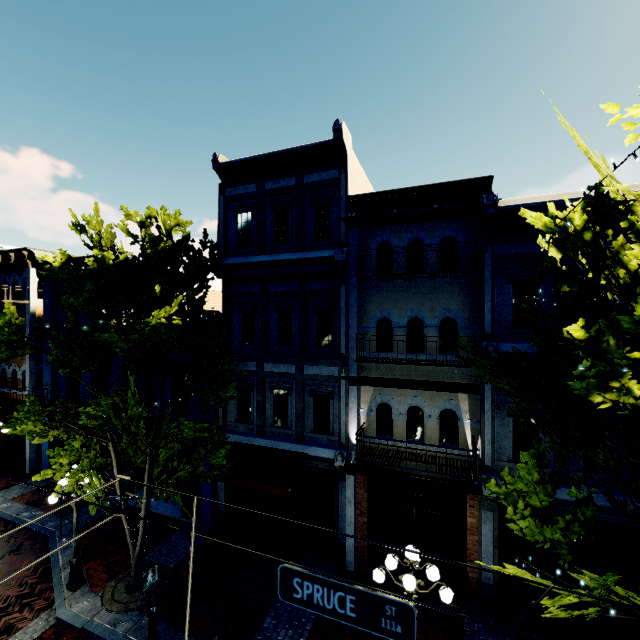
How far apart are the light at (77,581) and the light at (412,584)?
8.37m

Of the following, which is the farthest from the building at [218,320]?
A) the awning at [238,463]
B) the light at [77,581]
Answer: the light at [77,581]

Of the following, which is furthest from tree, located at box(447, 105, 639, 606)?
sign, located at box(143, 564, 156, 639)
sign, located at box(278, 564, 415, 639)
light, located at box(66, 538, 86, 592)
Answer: sign, located at box(278, 564, 415, 639)

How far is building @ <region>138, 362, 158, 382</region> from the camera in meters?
13.7

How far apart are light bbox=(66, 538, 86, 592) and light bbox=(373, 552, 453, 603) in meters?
8.4

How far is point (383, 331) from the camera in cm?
1072

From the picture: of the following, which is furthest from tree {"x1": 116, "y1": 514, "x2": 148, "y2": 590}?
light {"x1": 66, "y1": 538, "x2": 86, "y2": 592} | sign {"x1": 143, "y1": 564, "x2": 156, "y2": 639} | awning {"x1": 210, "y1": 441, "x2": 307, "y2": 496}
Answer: sign {"x1": 143, "y1": 564, "x2": 156, "y2": 639}
